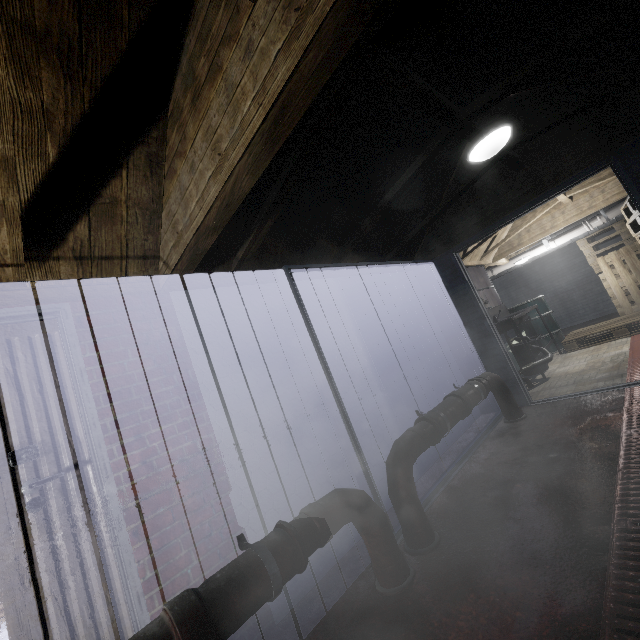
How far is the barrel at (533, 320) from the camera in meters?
5.8 m

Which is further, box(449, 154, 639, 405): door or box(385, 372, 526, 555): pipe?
box(449, 154, 639, 405): door

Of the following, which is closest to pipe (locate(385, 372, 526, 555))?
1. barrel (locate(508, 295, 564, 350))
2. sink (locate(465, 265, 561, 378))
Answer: sink (locate(465, 265, 561, 378))

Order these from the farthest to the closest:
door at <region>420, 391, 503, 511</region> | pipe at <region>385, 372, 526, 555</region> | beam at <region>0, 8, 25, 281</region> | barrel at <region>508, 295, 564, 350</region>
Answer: barrel at <region>508, 295, 564, 350</region> → door at <region>420, 391, 503, 511</region> → pipe at <region>385, 372, 526, 555</region> → beam at <region>0, 8, 25, 281</region>

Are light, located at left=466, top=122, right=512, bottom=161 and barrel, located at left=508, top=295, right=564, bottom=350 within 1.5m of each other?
no

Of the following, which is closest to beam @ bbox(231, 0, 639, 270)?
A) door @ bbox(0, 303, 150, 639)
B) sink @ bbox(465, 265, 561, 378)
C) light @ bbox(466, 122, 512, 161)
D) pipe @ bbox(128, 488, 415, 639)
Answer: light @ bbox(466, 122, 512, 161)

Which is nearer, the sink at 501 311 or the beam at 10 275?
the beam at 10 275

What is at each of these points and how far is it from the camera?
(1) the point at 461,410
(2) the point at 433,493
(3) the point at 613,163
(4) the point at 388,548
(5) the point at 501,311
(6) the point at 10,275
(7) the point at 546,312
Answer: (1) pipe, 2.58m
(2) door, 2.41m
(3) door, 2.82m
(4) pipe, 1.66m
(5) sink, 5.77m
(6) beam, 1.47m
(7) barrel, 5.91m
